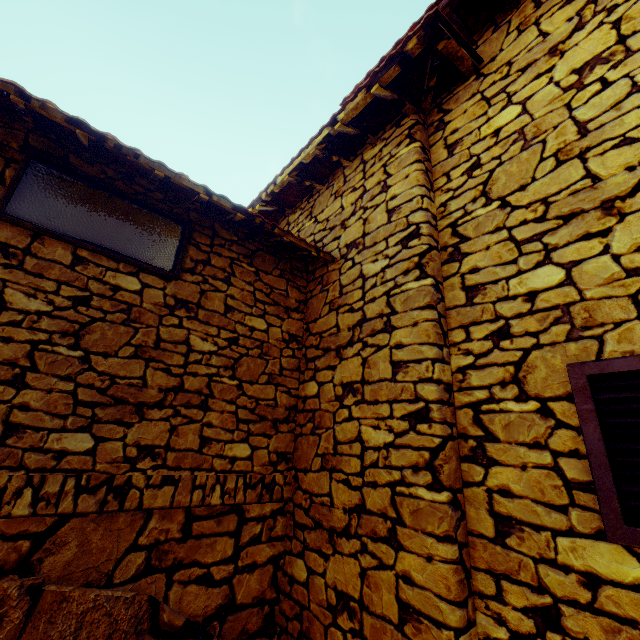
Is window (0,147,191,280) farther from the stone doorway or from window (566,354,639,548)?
window (566,354,639,548)

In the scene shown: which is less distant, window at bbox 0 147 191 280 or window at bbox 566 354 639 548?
window at bbox 566 354 639 548

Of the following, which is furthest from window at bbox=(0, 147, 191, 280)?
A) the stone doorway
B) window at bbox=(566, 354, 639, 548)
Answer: window at bbox=(566, 354, 639, 548)

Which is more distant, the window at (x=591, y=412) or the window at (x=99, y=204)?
the window at (x=99, y=204)

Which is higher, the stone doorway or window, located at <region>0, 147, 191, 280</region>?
window, located at <region>0, 147, 191, 280</region>

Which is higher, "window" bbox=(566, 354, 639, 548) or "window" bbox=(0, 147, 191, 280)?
"window" bbox=(0, 147, 191, 280)

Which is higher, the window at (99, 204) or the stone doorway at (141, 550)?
the window at (99, 204)

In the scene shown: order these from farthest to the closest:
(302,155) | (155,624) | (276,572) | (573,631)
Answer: (302,155), (276,572), (155,624), (573,631)
